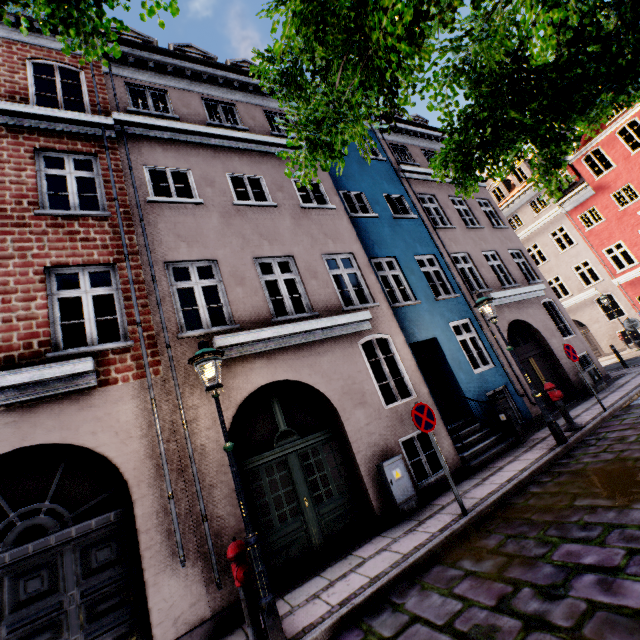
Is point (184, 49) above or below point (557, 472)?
above

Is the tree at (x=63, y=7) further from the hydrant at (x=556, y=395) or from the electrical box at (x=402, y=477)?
the hydrant at (x=556, y=395)

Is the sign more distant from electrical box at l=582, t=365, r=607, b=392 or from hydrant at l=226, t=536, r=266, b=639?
electrical box at l=582, t=365, r=607, b=392

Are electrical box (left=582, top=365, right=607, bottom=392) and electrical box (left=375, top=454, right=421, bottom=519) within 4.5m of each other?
no

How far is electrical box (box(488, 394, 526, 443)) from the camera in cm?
859

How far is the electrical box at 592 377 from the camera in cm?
1142

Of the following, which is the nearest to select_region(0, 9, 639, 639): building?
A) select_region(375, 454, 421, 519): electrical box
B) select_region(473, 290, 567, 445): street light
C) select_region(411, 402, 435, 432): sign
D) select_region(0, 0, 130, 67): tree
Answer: select_region(375, 454, 421, 519): electrical box

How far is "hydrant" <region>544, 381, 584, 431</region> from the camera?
8.0m
